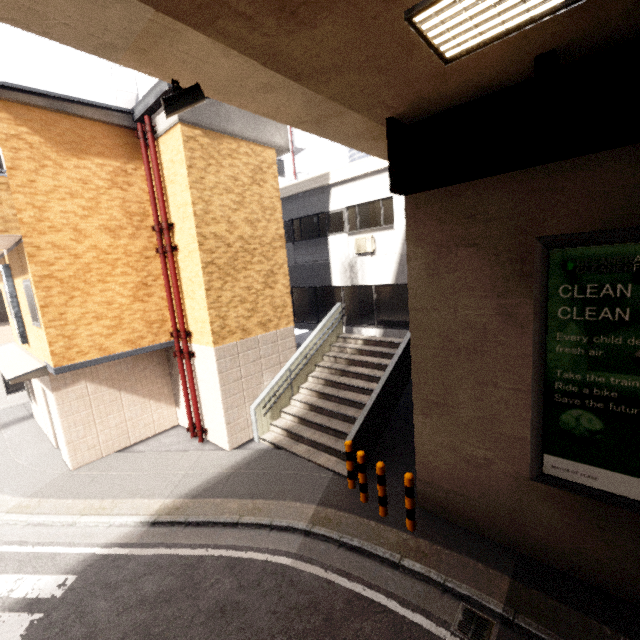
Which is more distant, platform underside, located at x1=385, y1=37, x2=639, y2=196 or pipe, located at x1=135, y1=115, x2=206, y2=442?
pipe, located at x1=135, y1=115, x2=206, y2=442

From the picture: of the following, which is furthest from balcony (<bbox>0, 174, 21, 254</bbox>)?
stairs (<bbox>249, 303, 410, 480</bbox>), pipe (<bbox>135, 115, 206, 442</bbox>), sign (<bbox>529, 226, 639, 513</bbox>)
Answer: sign (<bbox>529, 226, 639, 513</bbox>)

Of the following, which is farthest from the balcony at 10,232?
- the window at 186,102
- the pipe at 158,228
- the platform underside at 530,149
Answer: the platform underside at 530,149

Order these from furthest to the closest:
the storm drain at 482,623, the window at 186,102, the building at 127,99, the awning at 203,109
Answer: the building at 127,99, the awning at 203,109, the storm drain at 482,623, the window at 186,102

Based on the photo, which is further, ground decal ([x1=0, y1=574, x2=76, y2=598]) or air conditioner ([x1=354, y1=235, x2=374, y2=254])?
air conditioner ([x1=354, y1=235, x2=374, y2=254])

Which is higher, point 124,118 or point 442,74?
point 124,118

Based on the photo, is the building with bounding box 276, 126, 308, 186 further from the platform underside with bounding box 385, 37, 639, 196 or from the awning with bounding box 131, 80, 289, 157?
the platform underside with bounding box 385, 37, 639, 196

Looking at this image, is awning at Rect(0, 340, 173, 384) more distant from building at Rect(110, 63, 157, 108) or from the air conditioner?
building at Rect(110, 63, 157, 108)
